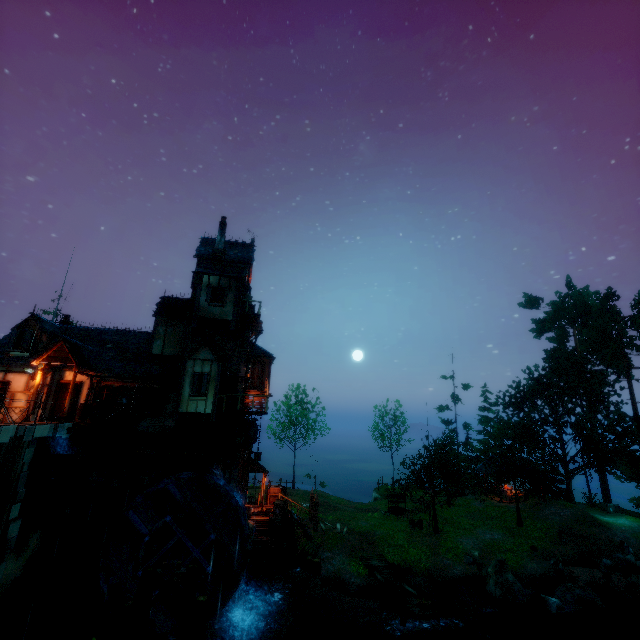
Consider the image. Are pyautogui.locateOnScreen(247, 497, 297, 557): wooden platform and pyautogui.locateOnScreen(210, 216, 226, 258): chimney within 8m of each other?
no

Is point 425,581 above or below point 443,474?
below

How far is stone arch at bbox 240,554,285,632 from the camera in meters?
17.2 m

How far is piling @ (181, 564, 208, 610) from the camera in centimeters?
1294cm

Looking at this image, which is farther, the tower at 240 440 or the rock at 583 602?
the tower at 240 440

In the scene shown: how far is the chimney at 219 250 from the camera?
22.9 meters

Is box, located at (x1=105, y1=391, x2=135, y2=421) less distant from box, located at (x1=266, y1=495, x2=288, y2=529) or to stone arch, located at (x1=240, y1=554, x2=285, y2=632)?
stone arch, located at (x1=240, y1=554, x2=285, y2=632)

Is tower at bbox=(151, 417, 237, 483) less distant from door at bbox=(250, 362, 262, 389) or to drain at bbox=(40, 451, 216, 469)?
door at bbox=(250, 362, 262, 389)
